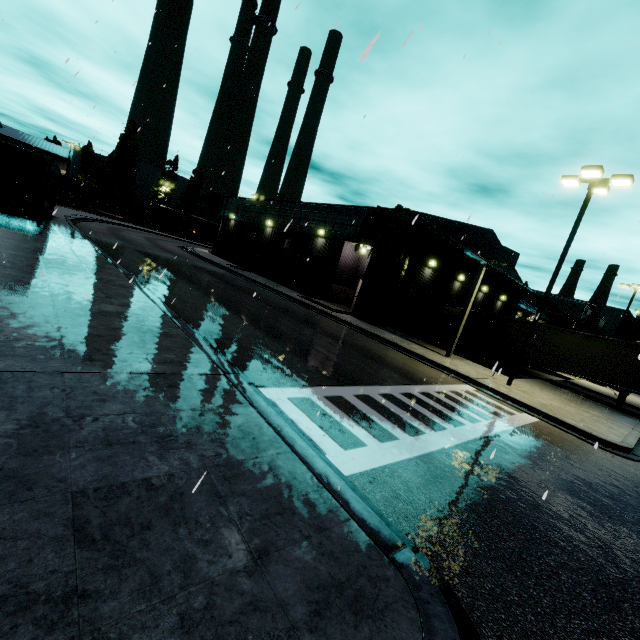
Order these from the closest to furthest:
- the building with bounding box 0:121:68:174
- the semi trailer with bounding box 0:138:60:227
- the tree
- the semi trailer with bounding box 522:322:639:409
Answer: the semi trailer with bounding box 0:138:60:227
the semi trailer with bounding box 522:322:639:409
the tree
the building with bounding box 0:121:68:174

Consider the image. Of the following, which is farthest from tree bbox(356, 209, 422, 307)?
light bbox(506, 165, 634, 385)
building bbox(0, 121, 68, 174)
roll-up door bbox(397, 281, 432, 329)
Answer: light bbox(506, 165, 634, 385)

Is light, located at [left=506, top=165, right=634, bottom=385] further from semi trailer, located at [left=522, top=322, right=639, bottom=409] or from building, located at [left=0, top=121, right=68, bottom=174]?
semi trailer, located at [left=522, top=322, right=639, bottom=409]

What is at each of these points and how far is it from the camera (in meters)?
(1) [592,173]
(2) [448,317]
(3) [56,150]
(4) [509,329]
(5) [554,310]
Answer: (1) light, 13.25
(2) semi trailer, 26.59
(3) building, 58.91
(4) semi trailer, 23.11
(5) building, 54.81

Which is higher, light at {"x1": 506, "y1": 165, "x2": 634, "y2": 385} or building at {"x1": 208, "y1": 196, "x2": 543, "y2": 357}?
light at {"x1": 506, "y1": 165, "x2": 634, "y2": 385}

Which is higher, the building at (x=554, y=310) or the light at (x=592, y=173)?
the light at (x=592, y=173)

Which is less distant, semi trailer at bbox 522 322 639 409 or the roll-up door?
semi trailer at bbox 522 322 639 409

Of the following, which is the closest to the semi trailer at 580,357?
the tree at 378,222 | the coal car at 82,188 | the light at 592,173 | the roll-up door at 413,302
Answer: the tree at 378,222
